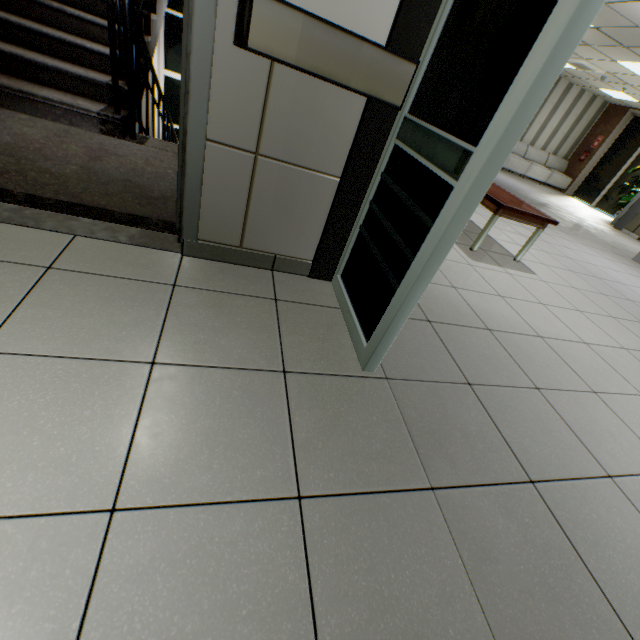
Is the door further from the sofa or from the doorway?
the sofa

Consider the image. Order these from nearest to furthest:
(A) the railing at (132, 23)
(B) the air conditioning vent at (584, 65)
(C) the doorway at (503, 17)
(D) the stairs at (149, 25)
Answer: (C) the doorway at (503, 17), (A) the railing at (132, 23), (D) the stairs at (149, 25), (B) the air conditioning vent at (584, 65)

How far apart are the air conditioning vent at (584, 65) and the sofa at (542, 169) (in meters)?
2.91

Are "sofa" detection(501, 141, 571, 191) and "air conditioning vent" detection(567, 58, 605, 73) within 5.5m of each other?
yes

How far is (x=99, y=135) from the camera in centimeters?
270cm

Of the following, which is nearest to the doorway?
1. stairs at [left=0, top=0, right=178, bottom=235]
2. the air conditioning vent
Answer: stairs at [left=0, top=0, right=178, bottom=235]

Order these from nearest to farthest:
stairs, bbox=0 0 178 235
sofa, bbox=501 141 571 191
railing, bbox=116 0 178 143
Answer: stairs, bbox=0 0 178 235
railing, bbox=116 0 178 143
sofa, bbox=501 141 571 191

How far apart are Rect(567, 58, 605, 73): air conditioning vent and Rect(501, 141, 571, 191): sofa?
2.9 meters
